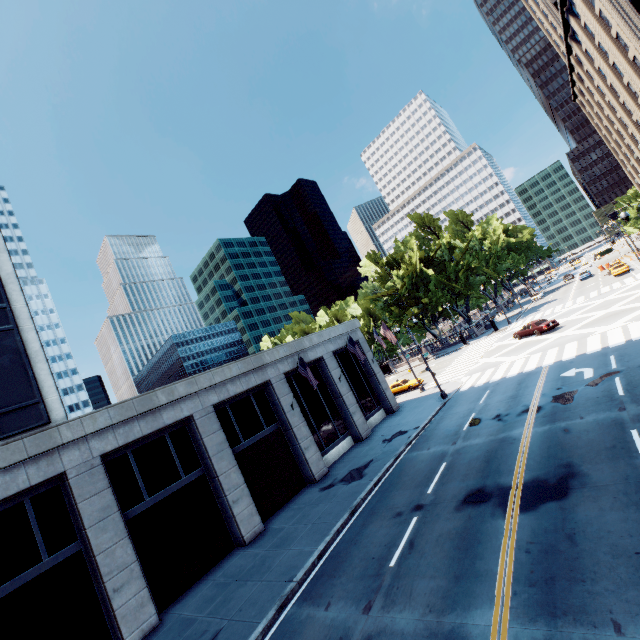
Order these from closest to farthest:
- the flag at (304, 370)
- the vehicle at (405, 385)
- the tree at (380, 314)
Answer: the flag at (304, 370)
the vehicle at (405, 385)
the tree at (380, 314)

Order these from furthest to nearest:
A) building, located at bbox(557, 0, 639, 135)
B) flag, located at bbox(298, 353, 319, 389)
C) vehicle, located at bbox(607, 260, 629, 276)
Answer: vehicle, located at bbox(607, 260, 629, 276), building, located at bbox(557, 0, 639, 135), flag, located at bbox(298, 353, 319, 389)

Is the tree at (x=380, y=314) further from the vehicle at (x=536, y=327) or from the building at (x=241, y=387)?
the building at (x=241, y=387)

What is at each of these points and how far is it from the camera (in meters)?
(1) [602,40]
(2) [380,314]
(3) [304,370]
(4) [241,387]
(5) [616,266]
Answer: (1) building, 48.56
(2) tree, 56.81
(3) flag, 21.66
(4) building, 21.33
(5) vehicle, 45.88

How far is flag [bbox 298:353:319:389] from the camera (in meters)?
21.16

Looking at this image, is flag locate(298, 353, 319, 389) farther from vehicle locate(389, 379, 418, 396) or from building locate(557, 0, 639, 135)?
building locate(557, 0, 639, 135)

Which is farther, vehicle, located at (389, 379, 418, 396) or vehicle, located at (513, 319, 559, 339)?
vehicle, located at (389, 379, 418, 396)

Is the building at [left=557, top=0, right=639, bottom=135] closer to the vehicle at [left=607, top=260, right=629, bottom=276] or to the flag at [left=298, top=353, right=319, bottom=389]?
the vehicle at [left=607, top=260, right=629, bottom=276]
